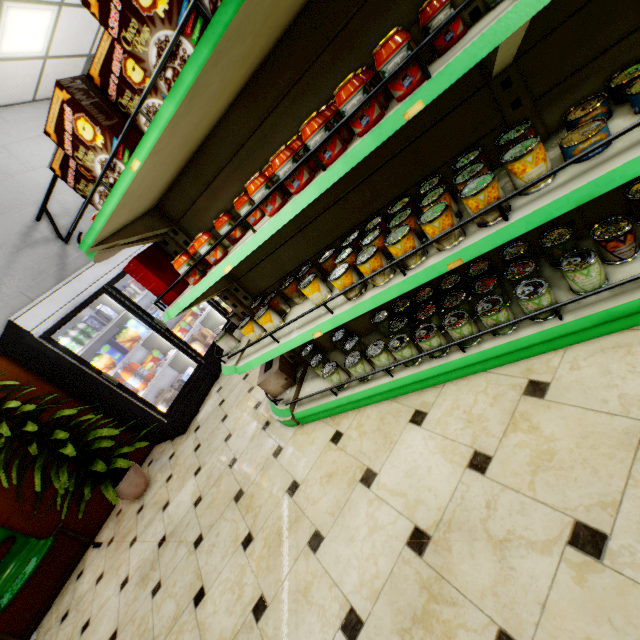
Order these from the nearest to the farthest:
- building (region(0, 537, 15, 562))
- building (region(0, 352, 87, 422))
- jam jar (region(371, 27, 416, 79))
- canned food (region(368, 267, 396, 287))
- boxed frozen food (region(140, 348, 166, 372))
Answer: jam jar (region(371, 27, 416, 79)) → canned food (region(368, 267, 396, 287)) → building (region(0, 537, 15, 562)) → building (region(0, 352, 87, 422)) → boxed frozen food (region(140, 348, 166, 372))

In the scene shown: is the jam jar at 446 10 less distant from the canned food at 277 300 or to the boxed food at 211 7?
the boxed food at 211 7

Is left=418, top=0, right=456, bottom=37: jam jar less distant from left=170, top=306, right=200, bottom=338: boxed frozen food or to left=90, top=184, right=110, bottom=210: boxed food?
left=90, top=184, right=110, bottom=210: boxed food

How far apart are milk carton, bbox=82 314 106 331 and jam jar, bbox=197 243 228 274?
3.1m

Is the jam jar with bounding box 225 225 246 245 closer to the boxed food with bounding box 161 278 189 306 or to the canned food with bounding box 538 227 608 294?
the boxed food with bounding box 161 278 189 306

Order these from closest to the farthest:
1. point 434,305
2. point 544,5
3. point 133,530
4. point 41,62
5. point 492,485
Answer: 1. point 544,5
2. point 492,485
3. point 434,305
4. point 133,530
5. point 41,62

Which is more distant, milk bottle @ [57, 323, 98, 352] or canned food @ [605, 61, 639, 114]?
milk bottle @ [57, 323, 98, 352]

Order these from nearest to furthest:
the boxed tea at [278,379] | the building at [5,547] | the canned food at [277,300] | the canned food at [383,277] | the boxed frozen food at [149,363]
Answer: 1. the canned food at [383,277]
2. the canned food at [277,300]
3. the boxed tea at [278,379]
4. the building at [5,547]
5. the boxed frozen food at [149,363]
